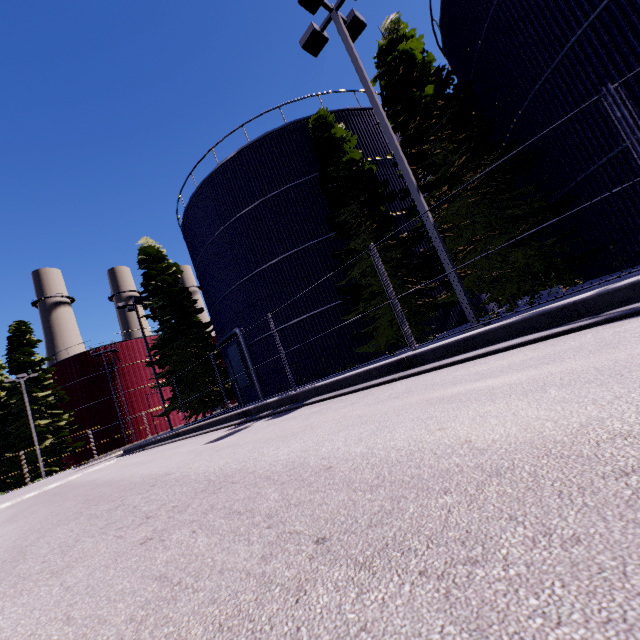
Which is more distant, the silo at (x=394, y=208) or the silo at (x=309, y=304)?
the silo at (x=394, y=208)

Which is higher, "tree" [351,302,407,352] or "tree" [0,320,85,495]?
"tree" [0,320,85,495]

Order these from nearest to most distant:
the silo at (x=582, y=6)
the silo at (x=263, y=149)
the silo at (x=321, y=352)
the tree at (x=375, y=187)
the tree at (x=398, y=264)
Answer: the silo at (x=582, y=6), the tree at (x=398, y=264), the tree at (x=375, y=187), the silo at (x=321, y=352), the silo at (x=263, y=149)

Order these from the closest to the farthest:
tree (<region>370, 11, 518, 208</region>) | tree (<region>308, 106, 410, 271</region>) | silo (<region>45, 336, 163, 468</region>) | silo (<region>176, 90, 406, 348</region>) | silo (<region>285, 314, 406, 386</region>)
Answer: tree (<region>370, 11, 518, 208</region>)
tree (<region>308, 106, 410, 271</region>)
silo (<region>285, 314, 406, 386</region>)
silo (<region>176, 90, 406, 348</region>)
silo (<region>45, 336, 163, 468</region>)

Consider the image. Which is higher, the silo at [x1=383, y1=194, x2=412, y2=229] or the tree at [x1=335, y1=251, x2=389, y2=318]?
the silo at [x1=383, y1=194, x2=412, y2=229]

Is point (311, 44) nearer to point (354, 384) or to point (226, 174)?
point (226, 174)

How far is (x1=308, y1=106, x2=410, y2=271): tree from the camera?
12.09m

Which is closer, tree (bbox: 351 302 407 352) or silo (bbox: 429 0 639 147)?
silo (bbox: 429 0 639 147)
